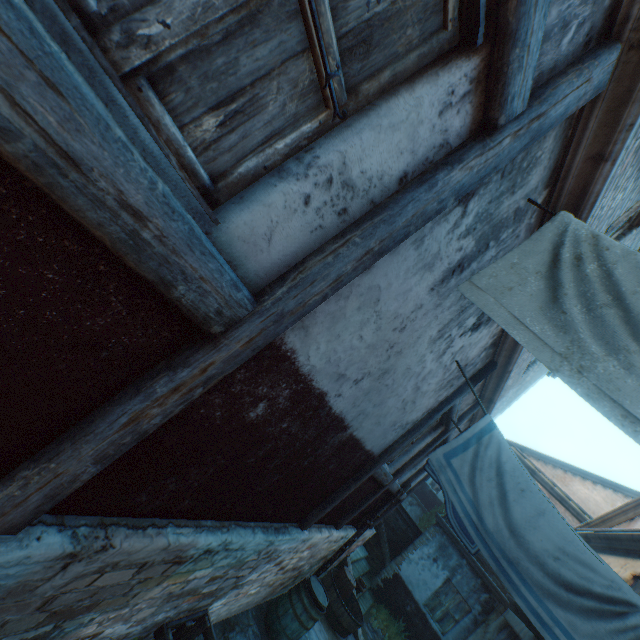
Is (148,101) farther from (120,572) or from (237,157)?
(120,572)

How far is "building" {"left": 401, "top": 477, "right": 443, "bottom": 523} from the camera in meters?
27.0

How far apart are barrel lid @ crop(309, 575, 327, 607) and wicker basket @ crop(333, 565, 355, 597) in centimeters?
277cm

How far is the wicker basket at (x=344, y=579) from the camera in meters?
8.5 m

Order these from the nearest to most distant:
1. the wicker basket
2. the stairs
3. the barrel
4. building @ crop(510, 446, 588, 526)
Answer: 1. the barrel
2. the wicker basket
3. the stairs
4. building @ crop(510, 446, 588, 526)

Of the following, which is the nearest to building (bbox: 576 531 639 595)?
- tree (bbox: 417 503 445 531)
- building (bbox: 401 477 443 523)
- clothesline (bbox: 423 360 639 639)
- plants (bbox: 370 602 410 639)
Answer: clothesline (bbox: 423 360 639 639)

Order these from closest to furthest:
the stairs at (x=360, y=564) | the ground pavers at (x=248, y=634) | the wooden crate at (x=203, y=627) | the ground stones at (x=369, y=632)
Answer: the wooden crate at (x=203, y=627)
the ground pavers at (x=248, y=634)
the ground stones at (x=369, y=632)
the stairs at (x=360, y=564)

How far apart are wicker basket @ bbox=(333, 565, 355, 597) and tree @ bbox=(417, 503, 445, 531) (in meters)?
20.10
